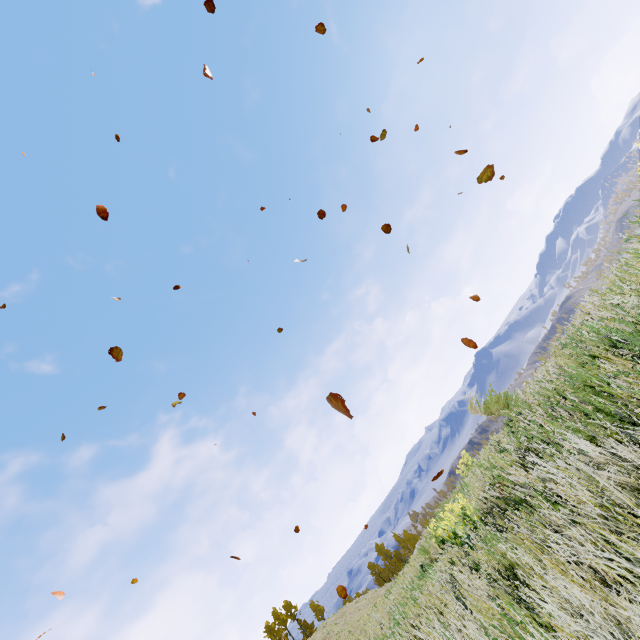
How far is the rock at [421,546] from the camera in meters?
7.6

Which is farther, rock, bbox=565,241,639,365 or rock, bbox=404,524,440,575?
rock, bbox=404,524,440,575

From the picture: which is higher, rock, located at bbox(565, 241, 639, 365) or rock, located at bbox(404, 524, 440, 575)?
rock, located at bbox(404, 524, 440, 575)

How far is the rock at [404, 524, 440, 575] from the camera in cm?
762

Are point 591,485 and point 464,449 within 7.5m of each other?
no

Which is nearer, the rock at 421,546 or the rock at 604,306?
the rock at 604,306
